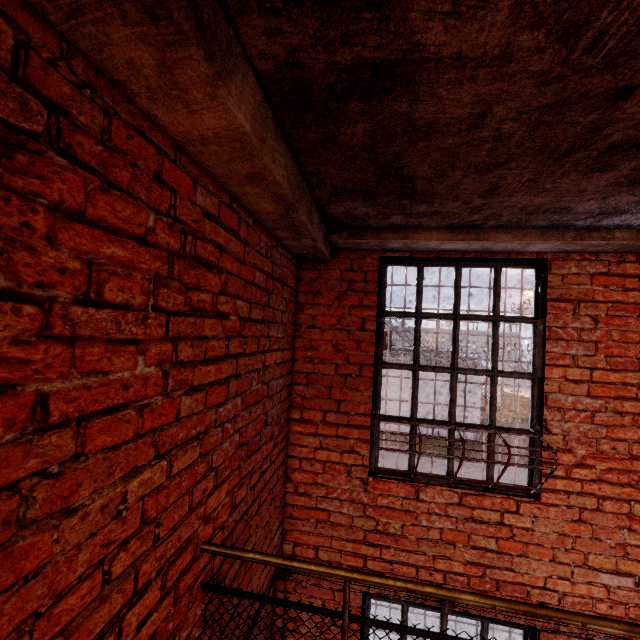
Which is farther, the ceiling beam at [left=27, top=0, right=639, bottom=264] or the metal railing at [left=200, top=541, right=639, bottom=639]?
the metal railing at [left=200, top=541, right=639, bottom=639]

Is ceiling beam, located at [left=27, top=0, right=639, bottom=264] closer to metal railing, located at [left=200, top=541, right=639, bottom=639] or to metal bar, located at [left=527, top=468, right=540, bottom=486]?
→ metal bar, located at [left=527, top=468, right=540, bottom=486]

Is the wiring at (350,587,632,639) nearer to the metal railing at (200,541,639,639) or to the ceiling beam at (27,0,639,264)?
the metal railing at (200,541,639,639)

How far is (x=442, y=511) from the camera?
2.75m

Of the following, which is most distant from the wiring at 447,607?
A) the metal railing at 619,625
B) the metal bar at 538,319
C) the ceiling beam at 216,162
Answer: the ceiling beam at 216,162

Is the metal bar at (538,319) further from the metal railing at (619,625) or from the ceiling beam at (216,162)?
the metal railing at (619,625)

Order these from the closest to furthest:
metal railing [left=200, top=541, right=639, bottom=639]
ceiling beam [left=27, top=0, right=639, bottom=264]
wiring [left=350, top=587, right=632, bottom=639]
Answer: ceiling beam [left=27, top=0, right=639, bottom=264] < metal railing [left=200, top=541, right=639, bottom=639] < wiring [left=350, top=587, right=632, bottom=639]

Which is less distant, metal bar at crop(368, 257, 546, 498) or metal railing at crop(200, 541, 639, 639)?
metal railing at crop(200, 541, 639, 639)
